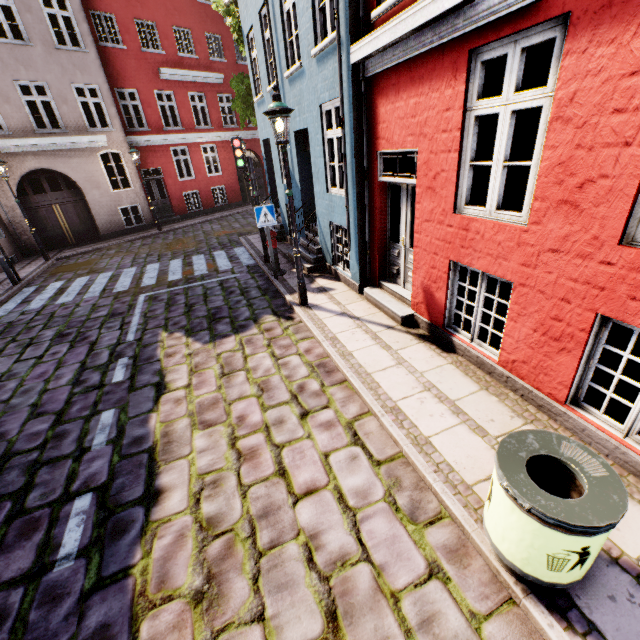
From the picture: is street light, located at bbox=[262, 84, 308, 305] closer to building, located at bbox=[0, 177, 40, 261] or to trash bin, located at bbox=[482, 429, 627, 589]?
building, located at bbox=[0, 177, 40, 261]

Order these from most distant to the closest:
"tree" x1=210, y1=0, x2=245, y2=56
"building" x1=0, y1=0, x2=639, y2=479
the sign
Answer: "tree" x1=210, y1=0, x2=245, y2=56
the sign
"building" x1=0, y1=0, x2=639, y2=479

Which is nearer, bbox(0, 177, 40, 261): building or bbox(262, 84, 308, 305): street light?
bbox(262, 84, 308, 305): street light

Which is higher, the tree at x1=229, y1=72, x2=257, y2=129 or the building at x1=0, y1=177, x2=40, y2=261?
the tree at x1=229, y1=72, x2=257, y2=129

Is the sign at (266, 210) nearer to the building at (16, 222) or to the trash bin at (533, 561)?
the building at (16, 222)

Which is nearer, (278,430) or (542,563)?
(542,563)

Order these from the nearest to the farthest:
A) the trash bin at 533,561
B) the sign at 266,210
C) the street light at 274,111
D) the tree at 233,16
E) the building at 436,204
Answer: the trash bin at 533,561 → the building at 436,204 → the street light at 274,111 → the sign at 266,210 → the tree at 233,16

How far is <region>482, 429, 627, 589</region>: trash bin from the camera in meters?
1.9 m
